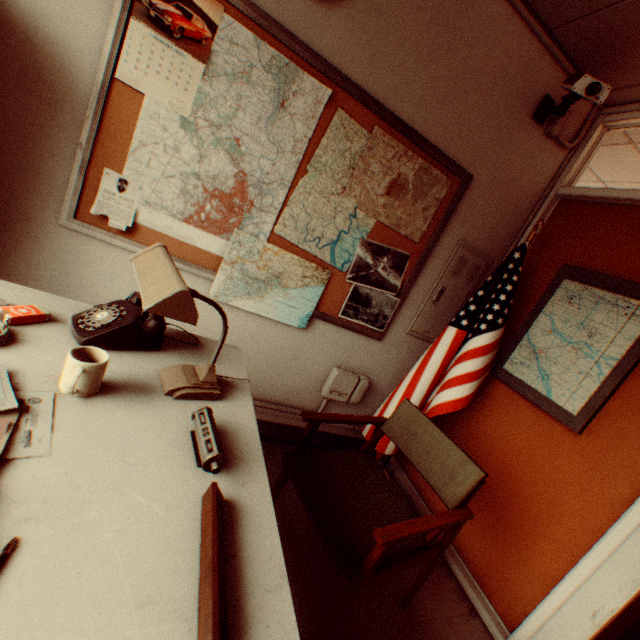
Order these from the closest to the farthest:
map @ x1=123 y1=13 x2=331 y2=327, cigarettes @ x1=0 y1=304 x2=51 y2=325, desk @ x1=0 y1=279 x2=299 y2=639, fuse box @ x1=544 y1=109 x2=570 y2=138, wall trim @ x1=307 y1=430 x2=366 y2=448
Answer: desk @ x1=0 y1=279 x2=299 y2=639 → cigarettes @ x1=0 y1=304 x2=51 y2=325 → map @ x1=123 y1=13 x2=331 y2=327 → fuse box @ x1=544 y1=109 x2=570 y2=138 → wall trim @ x1=307 y1=430 x2=366 y2=448

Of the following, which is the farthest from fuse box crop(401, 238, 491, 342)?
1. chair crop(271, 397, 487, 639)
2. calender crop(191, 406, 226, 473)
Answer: calender crop(191, 406, 226, 473)

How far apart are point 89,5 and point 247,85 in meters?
0.7

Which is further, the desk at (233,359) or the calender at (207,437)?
the desk at (233,359)

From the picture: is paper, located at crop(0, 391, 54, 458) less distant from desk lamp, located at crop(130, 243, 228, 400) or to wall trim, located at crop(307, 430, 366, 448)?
desk lamp, located at crop(130, 243, 228, 400)

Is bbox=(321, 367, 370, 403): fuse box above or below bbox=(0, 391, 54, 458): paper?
below

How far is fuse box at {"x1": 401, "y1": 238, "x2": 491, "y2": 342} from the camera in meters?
2.6

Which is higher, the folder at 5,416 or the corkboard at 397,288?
the corkboard at 397,288
